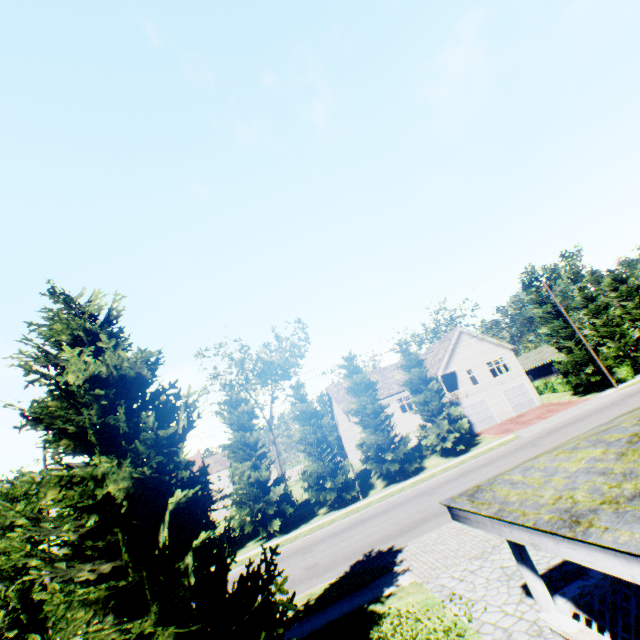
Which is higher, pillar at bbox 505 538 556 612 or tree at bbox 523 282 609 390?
tree at bbox 523 282 609 390

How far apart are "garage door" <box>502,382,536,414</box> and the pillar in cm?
3474

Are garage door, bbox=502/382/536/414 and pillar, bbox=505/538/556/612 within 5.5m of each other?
no

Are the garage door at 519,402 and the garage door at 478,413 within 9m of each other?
yes

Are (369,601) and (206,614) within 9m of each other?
yes

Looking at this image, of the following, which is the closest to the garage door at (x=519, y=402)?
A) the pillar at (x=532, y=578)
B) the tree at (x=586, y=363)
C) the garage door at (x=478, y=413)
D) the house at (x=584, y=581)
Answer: the garage door at (x=478, y=413)

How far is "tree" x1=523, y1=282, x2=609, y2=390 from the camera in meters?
32.3 m

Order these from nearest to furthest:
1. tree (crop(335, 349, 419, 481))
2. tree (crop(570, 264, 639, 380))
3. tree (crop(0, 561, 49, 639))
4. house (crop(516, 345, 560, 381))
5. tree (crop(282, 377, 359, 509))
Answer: tree (crop(0, 561, 49, 639)) → tree (crop(282, 377, 359, 509)) → tree (crop(335, 349, 419, 481)) → tree (crop(570, 264, 639, 380)) → house (crop(516, 345, 560, 381))
